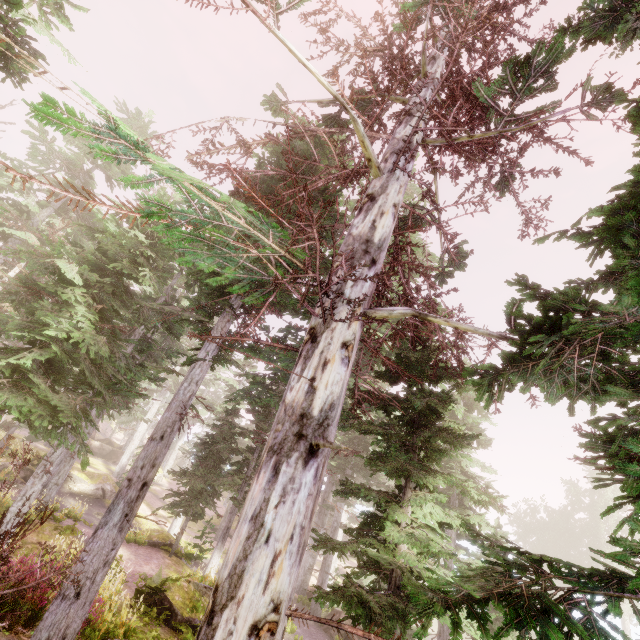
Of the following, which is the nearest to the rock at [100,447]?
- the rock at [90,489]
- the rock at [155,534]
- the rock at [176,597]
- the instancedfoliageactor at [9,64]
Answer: the instancedfoliageactor at [9,64]

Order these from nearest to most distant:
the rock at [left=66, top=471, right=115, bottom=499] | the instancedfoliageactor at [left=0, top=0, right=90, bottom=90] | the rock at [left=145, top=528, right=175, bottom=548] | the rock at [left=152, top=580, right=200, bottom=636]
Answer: the instancedfoliageactor at [left=0, top=0, right=90, bottom=90] < the rock at [left=152, top=580, right=200, bottom=636] < the rock at [left=145, top=528, right=175, bottom=548] < the rock at [left=66, top=471, right=115, bottom=499]

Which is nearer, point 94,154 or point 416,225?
point 94,154

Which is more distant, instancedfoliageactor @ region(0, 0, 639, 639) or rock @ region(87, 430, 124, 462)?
rock @ region(87, 430, 124, 462)

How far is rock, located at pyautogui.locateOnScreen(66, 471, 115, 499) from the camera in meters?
26.8

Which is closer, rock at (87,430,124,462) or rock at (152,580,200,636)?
rock at (152,580,200,636)

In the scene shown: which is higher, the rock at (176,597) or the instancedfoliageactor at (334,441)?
the instancedfoliageactor at (334,441)

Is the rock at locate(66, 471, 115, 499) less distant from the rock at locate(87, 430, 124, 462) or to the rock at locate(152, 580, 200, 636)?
the rock at locate(87, 430, 124, 462)
